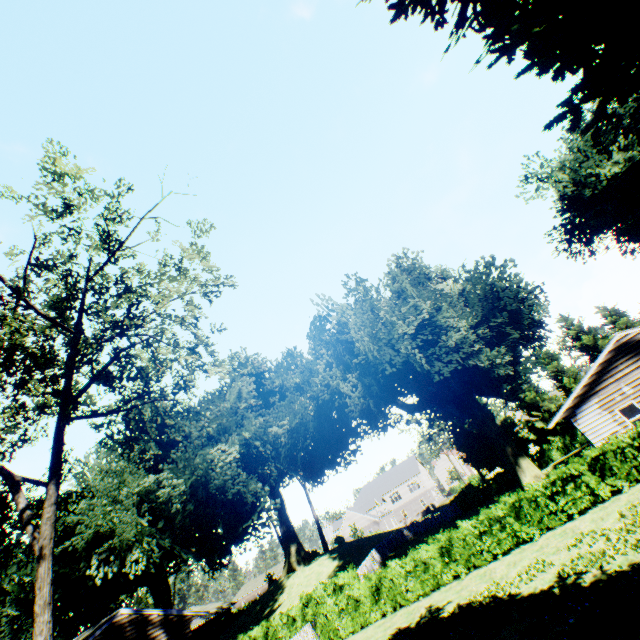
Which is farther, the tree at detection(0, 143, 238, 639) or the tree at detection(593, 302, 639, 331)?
the tree at detection(593, 302, 639, 331)

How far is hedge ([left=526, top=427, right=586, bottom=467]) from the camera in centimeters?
3778cm

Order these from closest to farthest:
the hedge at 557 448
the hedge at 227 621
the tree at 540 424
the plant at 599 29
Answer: the plant at 599 29
the hedge at 557 448
the tree at 540 424
the hedge at 227 621

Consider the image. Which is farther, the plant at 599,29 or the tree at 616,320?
the tree at 616,320

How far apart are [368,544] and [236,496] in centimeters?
1893cm

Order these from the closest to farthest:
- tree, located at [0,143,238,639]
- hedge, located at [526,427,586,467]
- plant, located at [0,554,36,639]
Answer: tree, located at [0,143,238,639]
plant, located at [0,554,36,639]
hedge, located at [526,427,586,467]

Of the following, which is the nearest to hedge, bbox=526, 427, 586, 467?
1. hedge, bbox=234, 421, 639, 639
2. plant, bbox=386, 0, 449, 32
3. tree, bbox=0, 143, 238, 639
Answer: plant, bbox=386, 0, 449, 32

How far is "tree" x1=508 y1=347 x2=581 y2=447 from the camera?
40.0m
